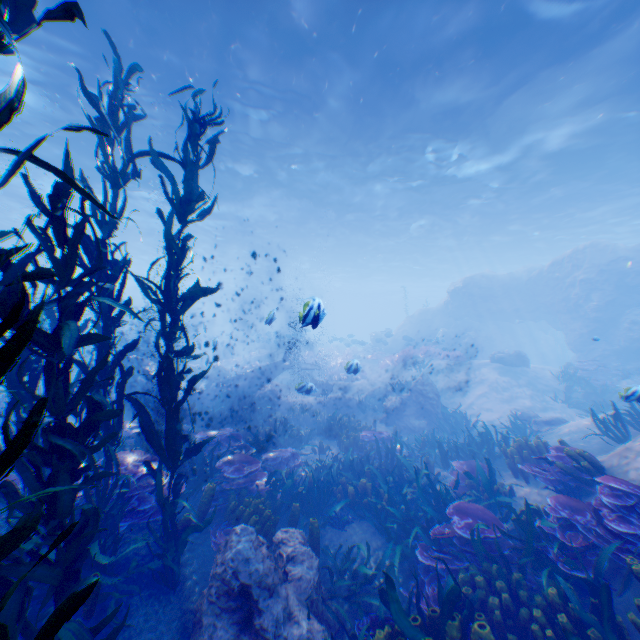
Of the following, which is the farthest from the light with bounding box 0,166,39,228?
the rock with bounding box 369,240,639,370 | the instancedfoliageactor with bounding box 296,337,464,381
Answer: the instancedfoliageactor with bounding box 296,337,464,381

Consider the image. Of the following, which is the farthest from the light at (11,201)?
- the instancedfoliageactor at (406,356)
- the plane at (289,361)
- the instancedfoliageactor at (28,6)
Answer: the instancedfoliageactor at (406,356)

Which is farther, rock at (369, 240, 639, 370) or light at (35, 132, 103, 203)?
rock at (369, 240, 639, 370)

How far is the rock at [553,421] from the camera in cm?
1180

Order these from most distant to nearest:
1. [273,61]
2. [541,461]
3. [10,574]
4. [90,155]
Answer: [90,155] → [273,61] → [541,461] → [10,574]

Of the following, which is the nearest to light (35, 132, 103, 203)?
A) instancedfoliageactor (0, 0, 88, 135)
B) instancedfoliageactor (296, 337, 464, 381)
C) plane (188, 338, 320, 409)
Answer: instancedfoliageactor (0, 0, 88, 135)

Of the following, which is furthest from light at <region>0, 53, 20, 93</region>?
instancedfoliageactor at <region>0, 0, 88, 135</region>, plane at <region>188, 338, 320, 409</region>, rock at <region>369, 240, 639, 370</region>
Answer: plane at <region>188, 338, 320, 409</region>
